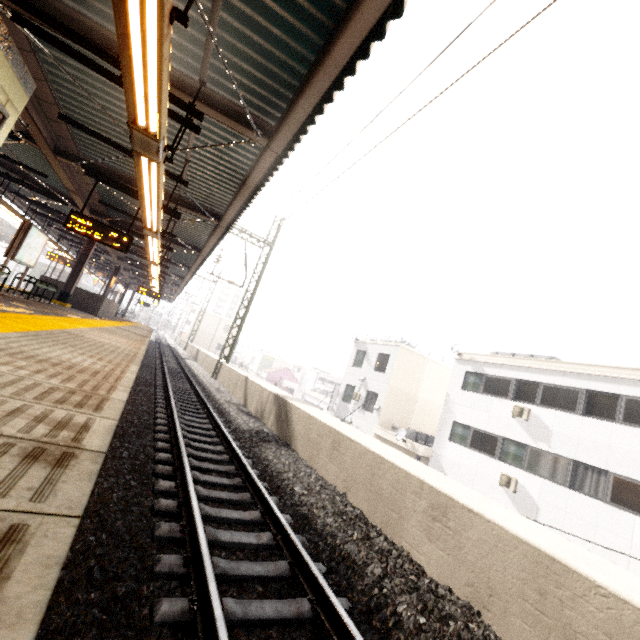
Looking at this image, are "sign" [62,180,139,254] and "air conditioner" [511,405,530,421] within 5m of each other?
no

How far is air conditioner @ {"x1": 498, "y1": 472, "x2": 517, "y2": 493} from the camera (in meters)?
14.44

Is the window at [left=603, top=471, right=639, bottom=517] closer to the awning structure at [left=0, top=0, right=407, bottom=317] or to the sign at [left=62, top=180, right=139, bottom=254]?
the awning structure at [left=0, top=0, right=407, bottom=317]

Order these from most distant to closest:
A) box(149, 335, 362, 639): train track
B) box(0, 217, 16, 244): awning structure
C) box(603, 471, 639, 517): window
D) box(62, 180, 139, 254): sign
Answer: box(0, 217, 16, 244): awning structure
box(603, 471, 639, 517): window
box(62, 180, 139, 254): sign
box(149, 335, 362, 639): train track

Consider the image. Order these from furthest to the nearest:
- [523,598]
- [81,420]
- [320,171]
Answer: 1. [320,171]
2. [523,598]
3. [81,420]

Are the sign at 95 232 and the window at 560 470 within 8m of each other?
no

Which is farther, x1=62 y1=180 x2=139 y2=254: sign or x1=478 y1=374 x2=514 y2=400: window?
x1=478 y1=374 x2=514 y2=400: window

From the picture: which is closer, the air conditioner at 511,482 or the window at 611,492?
the window at 611,492
